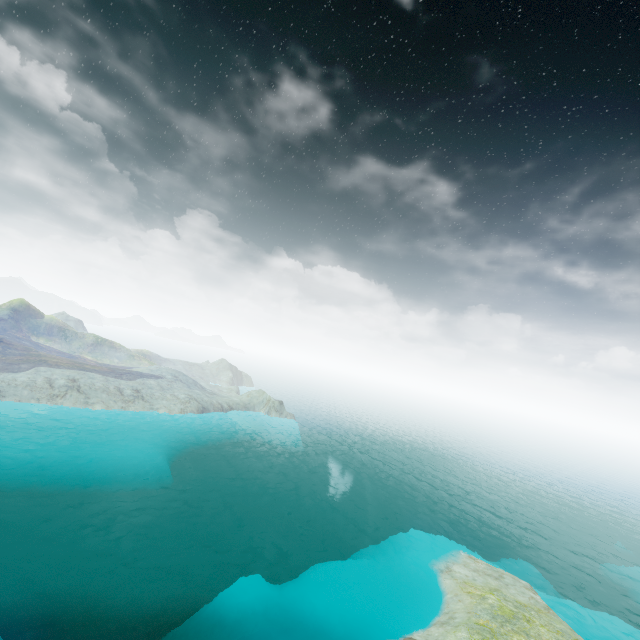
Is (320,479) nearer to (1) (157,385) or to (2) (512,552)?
(2) (512,552)
